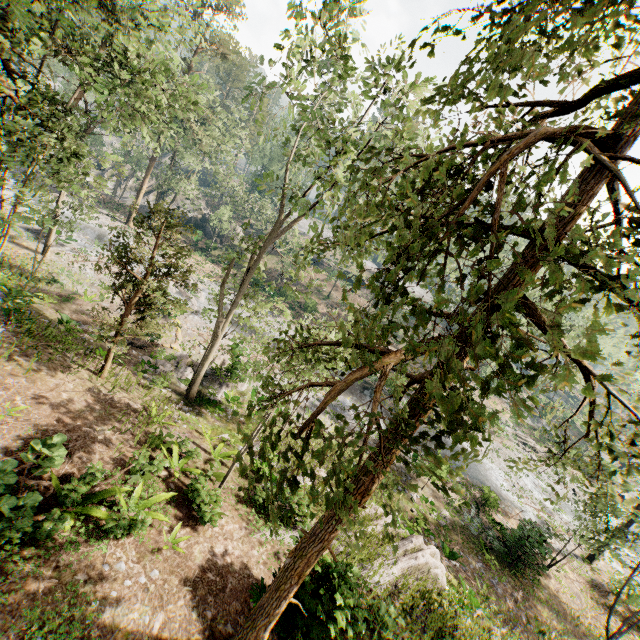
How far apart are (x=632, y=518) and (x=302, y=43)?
15.7m

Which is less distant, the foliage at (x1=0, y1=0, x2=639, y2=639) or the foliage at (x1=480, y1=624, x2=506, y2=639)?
the foliage at (x1=0, y1=0, x2=639, y2=639)

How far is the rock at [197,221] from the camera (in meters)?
48.09

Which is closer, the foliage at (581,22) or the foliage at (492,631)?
the foliage at (581,22)

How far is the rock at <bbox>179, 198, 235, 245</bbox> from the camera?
48.1 meters

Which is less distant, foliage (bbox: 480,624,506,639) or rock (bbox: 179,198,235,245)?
foliage (bbox: 480,624,506,639)

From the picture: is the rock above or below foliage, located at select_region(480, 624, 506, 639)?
above
